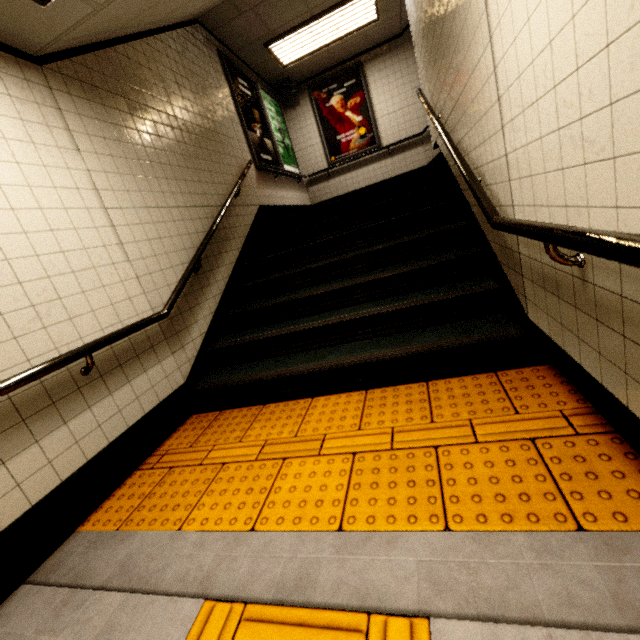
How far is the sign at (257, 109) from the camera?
5.3m

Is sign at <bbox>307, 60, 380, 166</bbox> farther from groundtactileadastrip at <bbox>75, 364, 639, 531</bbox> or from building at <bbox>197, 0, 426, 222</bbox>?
groundtactileadastrip at <bbox>75, 364, 639, 531</bbox>

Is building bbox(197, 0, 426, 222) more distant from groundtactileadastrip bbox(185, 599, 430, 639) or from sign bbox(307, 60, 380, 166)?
groundtactileadastrip bbox(185, 599, 430, 639)

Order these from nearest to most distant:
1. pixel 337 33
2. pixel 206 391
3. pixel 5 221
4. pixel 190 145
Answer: pixel 5 221
pixel 206 391
pixel 190 145
pixel 337 33

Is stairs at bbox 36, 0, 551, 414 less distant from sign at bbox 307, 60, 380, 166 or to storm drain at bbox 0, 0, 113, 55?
storm drain at bbox 0, 0, 113, 55

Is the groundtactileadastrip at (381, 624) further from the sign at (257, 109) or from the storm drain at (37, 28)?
the sign at (257, 109)

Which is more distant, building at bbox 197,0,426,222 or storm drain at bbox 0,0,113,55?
building at bbox 197,0,426,222

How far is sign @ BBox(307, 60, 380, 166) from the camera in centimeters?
719cm
